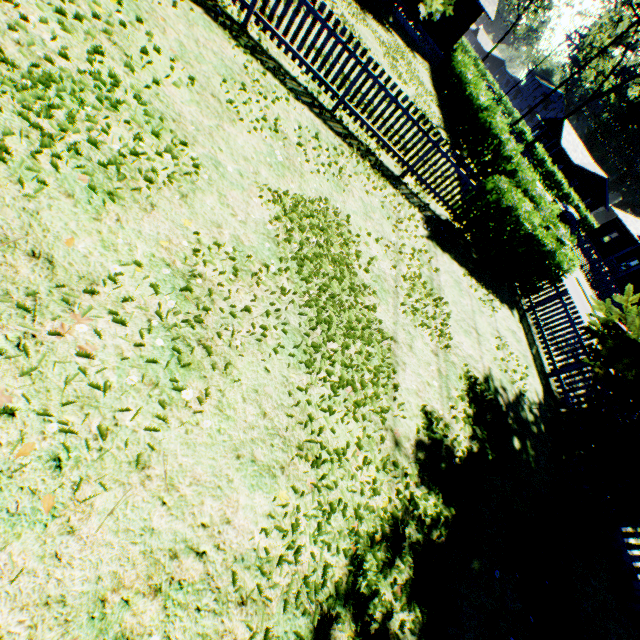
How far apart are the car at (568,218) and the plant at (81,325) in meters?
39.7 m

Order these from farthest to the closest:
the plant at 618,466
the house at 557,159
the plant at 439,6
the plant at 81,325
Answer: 1. the house at 557,159
2. the plant at 439,6
3. the plant at 618,466
4. the plant at 81,325

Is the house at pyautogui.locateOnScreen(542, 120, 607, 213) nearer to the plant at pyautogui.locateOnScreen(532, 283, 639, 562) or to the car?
the plant at pyautogui.locateOnScreen(532, 283, 639, 562)

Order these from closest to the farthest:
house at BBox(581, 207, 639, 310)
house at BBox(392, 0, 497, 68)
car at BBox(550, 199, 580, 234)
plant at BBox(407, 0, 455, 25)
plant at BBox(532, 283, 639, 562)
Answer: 1. plant at BBox(532, 283, 639, 562)
2. plant at BBox(407, 0, 455, 25)
3. house at BBox(392, 0, 497, 68)
4. car at BBox(550, 199, 580, 234)
5. house at BBox(581, 207, 639, 310)

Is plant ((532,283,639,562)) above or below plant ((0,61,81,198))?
above

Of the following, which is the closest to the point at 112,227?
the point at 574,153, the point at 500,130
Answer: Answer: the point at 500,130

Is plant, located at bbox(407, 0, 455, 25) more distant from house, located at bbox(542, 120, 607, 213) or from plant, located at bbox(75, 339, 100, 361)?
house, located at bbox(542, 120, 607, 213)

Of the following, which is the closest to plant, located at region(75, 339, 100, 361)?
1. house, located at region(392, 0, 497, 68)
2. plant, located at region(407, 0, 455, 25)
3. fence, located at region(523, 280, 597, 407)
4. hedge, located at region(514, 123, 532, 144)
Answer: plant, located at region(407, 0, 455, 25)
